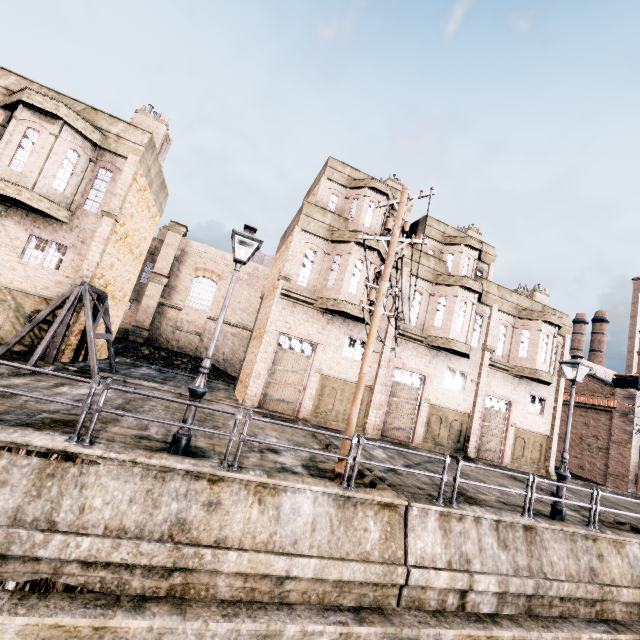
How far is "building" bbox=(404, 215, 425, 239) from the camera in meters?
22.4

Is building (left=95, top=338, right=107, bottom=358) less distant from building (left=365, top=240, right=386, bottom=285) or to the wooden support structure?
the wooden support structure

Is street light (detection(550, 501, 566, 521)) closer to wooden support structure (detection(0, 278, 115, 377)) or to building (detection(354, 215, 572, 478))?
building (detection(354, 215, 572, 478))

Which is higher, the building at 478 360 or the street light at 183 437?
the building at 478 360

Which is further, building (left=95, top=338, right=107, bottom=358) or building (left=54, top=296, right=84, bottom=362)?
building (left=95, top=338, right=107, bottom=358)

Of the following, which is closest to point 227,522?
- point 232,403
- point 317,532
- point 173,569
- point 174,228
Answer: point 173,569

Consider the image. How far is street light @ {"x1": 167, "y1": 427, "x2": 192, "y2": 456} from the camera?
7.3m

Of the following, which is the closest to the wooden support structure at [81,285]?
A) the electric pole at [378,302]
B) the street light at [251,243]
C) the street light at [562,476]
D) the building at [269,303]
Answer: the building at [269,303]
